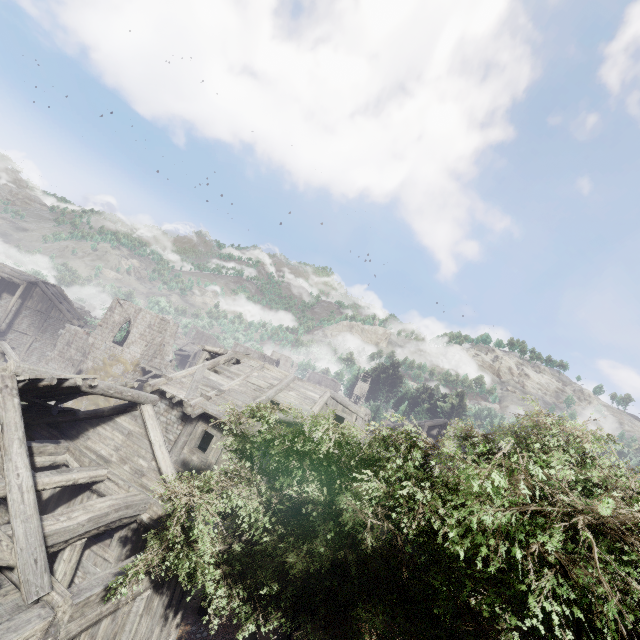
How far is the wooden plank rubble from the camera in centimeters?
858cm

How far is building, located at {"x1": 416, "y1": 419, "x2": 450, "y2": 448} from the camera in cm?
3506

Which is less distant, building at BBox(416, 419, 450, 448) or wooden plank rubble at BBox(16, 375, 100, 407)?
wooden plank rubble at BBox(16, 375, 100, 407)

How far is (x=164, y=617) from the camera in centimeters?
934cm

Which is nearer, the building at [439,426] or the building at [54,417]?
the building at [54,417]

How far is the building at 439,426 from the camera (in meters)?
35.06

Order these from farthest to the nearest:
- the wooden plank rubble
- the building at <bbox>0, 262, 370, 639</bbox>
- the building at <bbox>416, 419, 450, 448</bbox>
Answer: the building at <bbox>416, 419, 450, 448</bbox>, the wooden plank rubble, the building at <bbox>0, 262, 370, 639</bbox>
